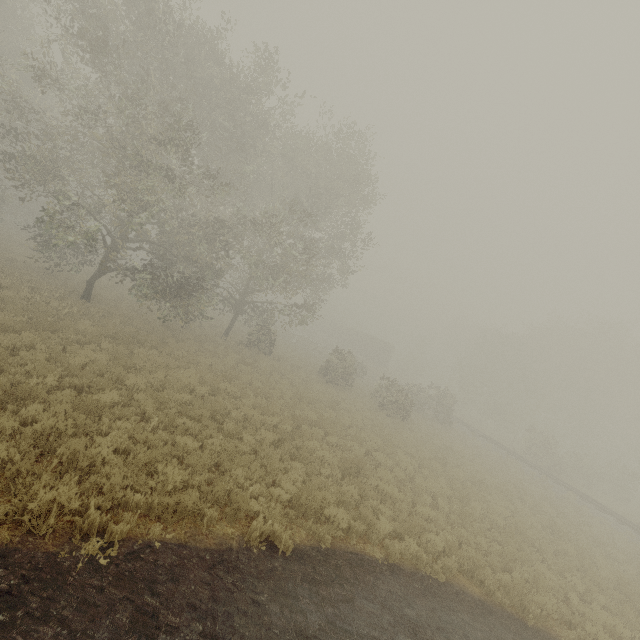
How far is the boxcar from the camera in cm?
5169

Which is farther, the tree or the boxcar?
the boxcar

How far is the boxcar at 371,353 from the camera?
51.69m

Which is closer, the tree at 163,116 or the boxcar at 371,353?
the tree at 163,116

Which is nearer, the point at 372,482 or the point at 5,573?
the point at 5,573
